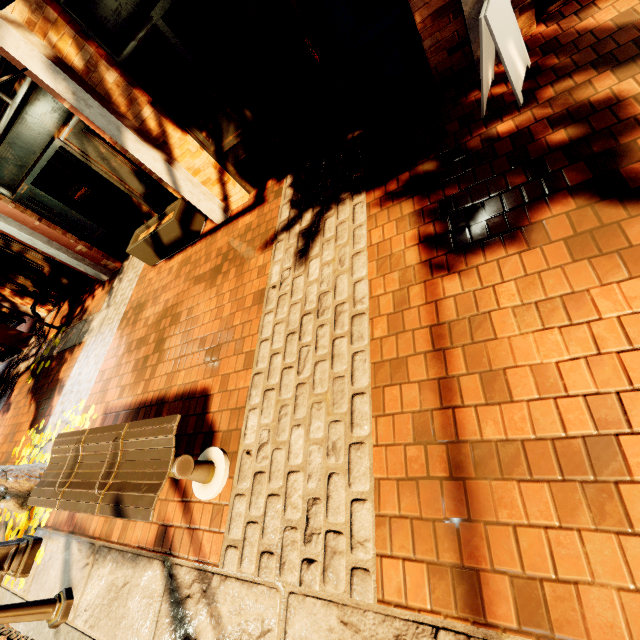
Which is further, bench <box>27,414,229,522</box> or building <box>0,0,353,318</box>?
building <box>0,0,353,318</box>

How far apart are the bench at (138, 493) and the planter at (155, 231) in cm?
317

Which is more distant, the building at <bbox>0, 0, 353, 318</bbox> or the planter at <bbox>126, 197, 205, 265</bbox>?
the planter at <bbox>126, 197, 205, 265</bbox>

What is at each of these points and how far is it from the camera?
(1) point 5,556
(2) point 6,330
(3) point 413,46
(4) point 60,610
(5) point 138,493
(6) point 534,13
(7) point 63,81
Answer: (1) light, 3.7m
(2) building, 9.0m
(3) building, 3.4m
(4) chain link post, 3.1m
(5) bench, 2.4m
(6) building, 2.9m
(7) building, 3.6m

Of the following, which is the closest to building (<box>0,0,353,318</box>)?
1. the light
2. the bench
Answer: the bench

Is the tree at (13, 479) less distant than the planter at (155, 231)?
Yes

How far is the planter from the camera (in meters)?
5.18

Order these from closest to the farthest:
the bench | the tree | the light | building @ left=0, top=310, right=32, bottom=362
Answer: the bench < the light < the tree < building @ left=0, top=310, right=32, bottom=362
